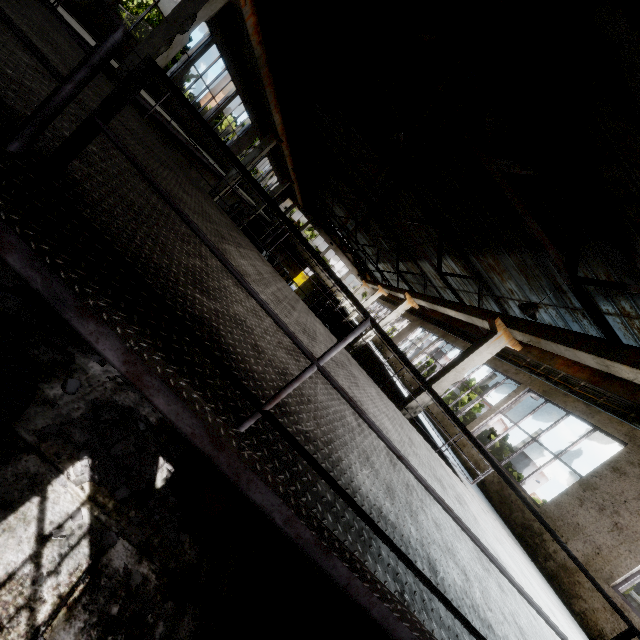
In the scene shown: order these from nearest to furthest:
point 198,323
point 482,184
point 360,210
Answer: point 198,323
point 482,184
point 360,210

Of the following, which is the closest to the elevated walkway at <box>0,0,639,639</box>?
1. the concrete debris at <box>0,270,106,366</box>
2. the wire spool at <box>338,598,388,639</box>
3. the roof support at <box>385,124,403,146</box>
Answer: the wire spool at <box>338,598,388,639</box>

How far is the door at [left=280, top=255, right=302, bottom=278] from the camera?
41.38m

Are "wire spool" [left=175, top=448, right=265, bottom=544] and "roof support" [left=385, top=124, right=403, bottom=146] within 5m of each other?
no

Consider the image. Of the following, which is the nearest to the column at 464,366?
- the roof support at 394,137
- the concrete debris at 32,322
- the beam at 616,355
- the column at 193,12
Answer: the beam at 616,355

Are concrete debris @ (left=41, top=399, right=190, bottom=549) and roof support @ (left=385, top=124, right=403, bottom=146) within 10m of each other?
yes

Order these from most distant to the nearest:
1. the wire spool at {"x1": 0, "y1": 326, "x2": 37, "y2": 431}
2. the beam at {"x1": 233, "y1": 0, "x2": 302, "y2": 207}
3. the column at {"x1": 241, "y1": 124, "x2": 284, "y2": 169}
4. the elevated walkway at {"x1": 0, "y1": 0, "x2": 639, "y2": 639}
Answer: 1. the column at {"x1": 241, "y1": 124, "x2": 284, "y2": 169}
2. the beam at {"x1": 233, "y1": 0, "x2": 302, "y2": 207}
3. the wire spool at {"x1": 0, "y1": 326, "x2": 37, "y2": 431}
4. the elevated walkway at {"x1": 0, "y1": 0, "x2": 639, "y2": 639}

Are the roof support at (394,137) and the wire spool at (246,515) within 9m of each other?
yes
